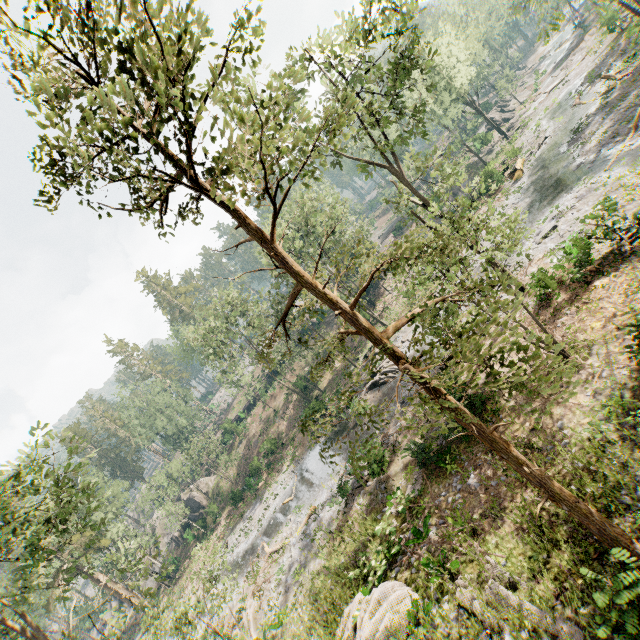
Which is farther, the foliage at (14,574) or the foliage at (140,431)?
the foliage at (140,431)

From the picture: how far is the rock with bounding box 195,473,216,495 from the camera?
50.2m

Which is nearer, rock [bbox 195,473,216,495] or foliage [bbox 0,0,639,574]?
foliage [bbox 0,0,639,574]

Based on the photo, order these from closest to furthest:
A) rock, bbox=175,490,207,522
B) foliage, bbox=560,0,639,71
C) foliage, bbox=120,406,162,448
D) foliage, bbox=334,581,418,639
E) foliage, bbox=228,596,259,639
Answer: foliage, bbox=560,0,639,71, foliage, bbox=334,581,418,639, foliage, bbox=228,596,259,639, rock, bbox=175,490,207,522, foliage, bbox=120,406,162,448

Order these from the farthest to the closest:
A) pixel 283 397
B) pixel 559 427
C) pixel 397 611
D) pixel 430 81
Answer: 1. pixel 283 397
2. pixel 430 81
3. pixel 559 427
4. pixel 397 611

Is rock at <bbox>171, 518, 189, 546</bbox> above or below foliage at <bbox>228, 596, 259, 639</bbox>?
above

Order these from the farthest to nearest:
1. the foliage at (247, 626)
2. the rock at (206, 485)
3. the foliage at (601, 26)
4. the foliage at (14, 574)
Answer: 1. the rock at (206, 485)
2. the foliage at (247, 626)
3. the foliage at (14, 574)
4. the foliage at (601, 26)
